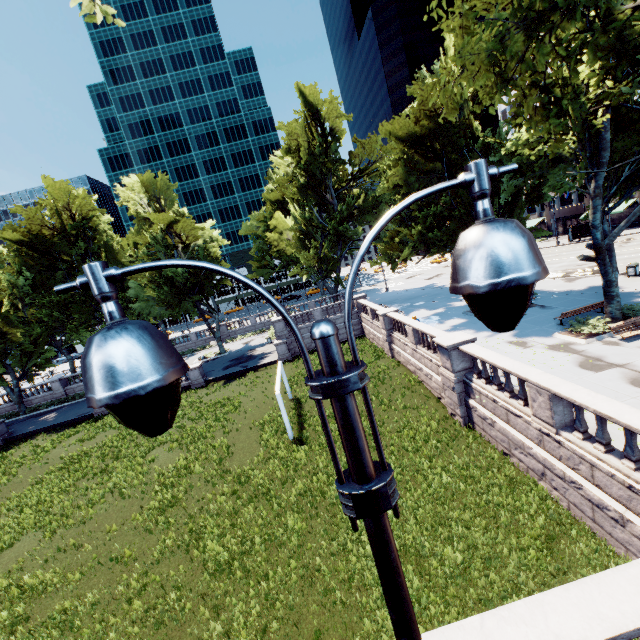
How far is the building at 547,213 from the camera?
57.85m

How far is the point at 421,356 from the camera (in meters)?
18.83

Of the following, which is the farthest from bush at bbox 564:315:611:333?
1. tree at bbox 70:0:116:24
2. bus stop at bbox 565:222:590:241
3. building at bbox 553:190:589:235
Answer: building at bbox 553:190:589:235

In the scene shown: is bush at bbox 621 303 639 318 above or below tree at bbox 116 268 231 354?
below

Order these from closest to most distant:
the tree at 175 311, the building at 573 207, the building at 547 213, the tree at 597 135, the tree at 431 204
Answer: Answer: the tree at 597 135, the tree at 431 204, the tree at 175 311, the building at 573 207, the building at 547 213

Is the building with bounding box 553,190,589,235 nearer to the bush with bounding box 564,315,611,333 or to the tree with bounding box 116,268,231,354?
the tree with bounding box 116,268,231,354

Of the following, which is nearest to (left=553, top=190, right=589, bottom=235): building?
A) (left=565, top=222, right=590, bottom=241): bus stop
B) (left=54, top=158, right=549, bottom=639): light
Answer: (left=565, top=222, right=590, bottom=241): bus stop

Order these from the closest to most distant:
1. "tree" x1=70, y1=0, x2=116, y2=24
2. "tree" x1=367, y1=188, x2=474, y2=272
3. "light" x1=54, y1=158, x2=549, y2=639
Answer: "light" x1=54, y1=158, x2=549, y2=639, "tree" x1=70, y1=0, x2=116, y2=24, "tree" x1=367, y1=188, x2=474, y2=272
